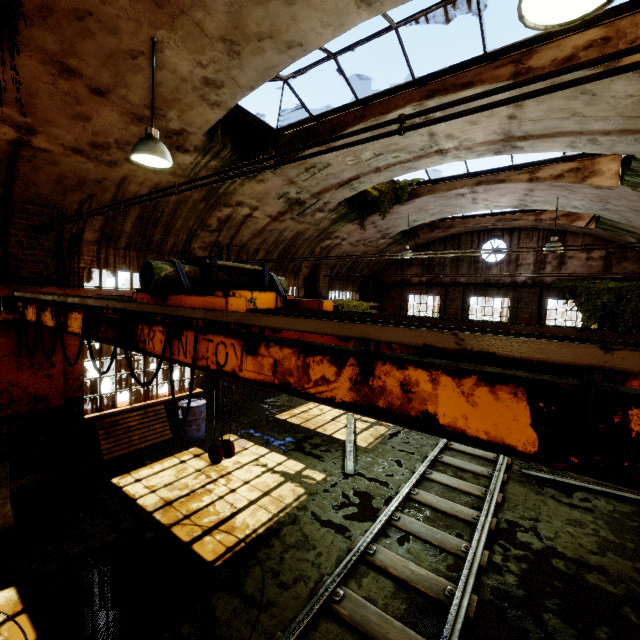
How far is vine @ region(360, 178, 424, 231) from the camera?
11.0 meters

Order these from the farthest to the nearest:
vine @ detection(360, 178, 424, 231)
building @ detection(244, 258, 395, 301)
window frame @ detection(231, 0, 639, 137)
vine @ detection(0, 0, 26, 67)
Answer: building @ detection(244, 258, 395, 301) → vine @ detection(360, 178, 424, 231) → window frame @ detection(231, 0, 639, 137) → vine @ detection(0, 0, 26, 67)

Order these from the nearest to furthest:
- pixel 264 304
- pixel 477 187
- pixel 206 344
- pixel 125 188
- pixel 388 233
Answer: pixel 206 344
pixel 264 304
pixel 125 188
pixel 477 187
pixel 388 233

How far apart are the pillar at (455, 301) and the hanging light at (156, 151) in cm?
1452

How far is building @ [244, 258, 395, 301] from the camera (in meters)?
12.93

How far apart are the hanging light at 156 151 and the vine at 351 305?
10.4 meters

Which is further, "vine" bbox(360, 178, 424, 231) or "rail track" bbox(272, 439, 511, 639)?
"vine" bbox(360, 178, 424, 231)

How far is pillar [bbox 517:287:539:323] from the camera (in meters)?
14.17
